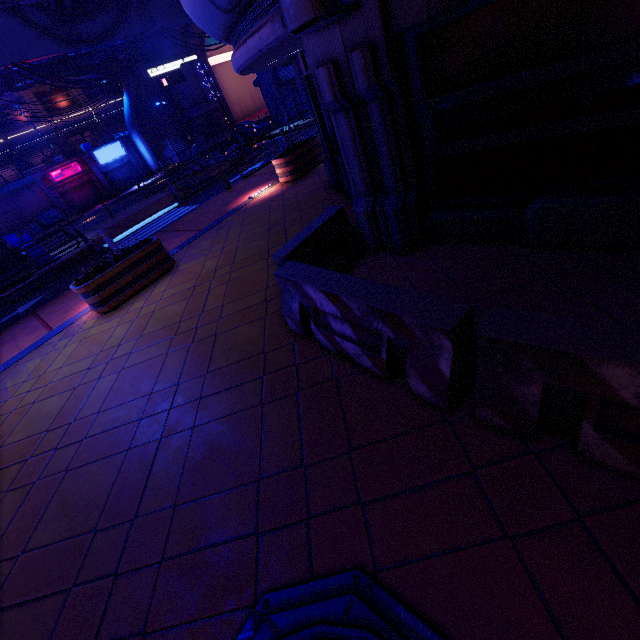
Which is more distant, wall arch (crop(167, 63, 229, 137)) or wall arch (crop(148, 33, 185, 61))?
wall arch (crop(167, 63, 229, 137))

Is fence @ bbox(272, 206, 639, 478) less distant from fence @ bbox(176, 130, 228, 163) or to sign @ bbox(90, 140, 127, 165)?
fence @ bbox(176, 130, 228, 163)

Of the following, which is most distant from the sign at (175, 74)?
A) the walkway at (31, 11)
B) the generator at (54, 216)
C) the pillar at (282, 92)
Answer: the generator at (54, 216)

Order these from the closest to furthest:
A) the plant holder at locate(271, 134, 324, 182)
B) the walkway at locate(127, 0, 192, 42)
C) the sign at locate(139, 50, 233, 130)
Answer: the plant holder at locate(271, 134, 324, 182)
the walkway at locate(127, 0, 192, 42)
the sign at locate(139, 50, 233, 130)

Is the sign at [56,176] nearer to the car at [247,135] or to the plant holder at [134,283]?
the car at [247,135]

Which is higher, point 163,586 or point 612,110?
point 612,110

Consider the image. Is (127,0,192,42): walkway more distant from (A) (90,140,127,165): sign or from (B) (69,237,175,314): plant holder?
(A) (90,140,127,165): sign

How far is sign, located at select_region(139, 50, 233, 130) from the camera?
23.8m
